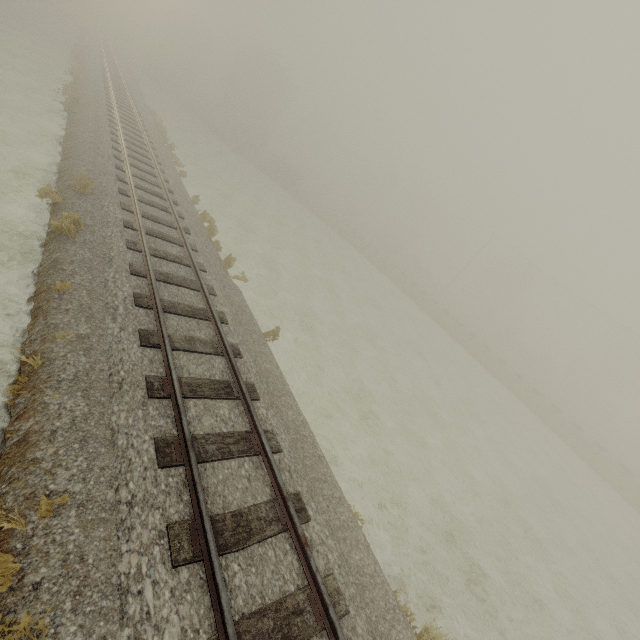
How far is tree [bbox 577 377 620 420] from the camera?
49.3 meters

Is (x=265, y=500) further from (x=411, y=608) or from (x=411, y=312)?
(x=411, y=312)

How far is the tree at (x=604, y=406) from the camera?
49.31m
